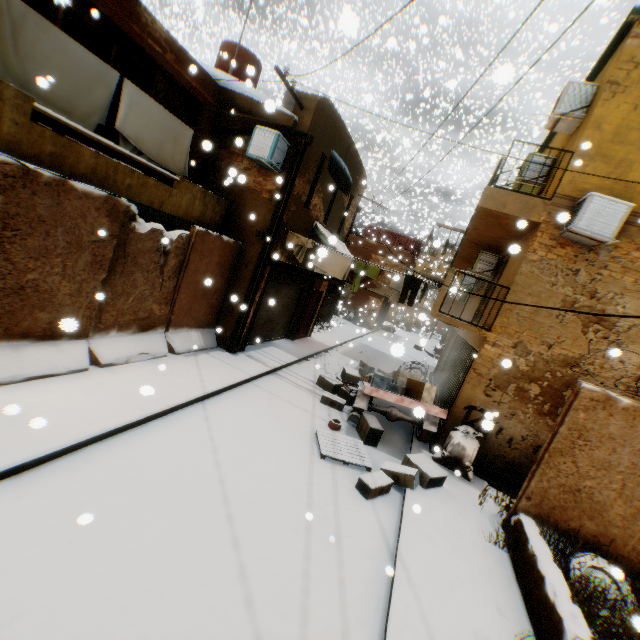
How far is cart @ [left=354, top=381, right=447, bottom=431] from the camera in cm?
776

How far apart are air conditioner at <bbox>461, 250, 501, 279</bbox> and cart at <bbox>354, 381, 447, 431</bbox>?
4.9 meters

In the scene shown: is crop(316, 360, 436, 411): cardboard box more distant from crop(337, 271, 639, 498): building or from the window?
the window

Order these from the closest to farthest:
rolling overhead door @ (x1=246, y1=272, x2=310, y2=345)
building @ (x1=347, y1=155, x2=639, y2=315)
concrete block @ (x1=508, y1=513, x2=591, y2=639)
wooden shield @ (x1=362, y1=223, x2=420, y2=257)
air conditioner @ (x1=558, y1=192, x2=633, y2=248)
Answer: concrete block @ (x1=508, y1=513, x2=591, y2=639), air conditioner @ (x1=558, y1=192, x2=633, y2=248), building @ (x1=347, y1=155, x2=639, y2=315), rolling overhead door @ (x1=246, y1=272, x2=310, y2=345), wooden shield @ (x1=362, y1=223, x2=420, y2=257)

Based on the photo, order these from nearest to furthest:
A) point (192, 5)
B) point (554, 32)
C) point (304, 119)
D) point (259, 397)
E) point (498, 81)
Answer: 1. point (498, 81)
2. point (554, 32)
3. point (259, 397)
4. point (304, 119)
5. point (192, 5)

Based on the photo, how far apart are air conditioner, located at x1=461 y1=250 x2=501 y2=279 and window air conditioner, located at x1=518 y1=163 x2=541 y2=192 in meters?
2.1 m

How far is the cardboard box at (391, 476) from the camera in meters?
6.1 m

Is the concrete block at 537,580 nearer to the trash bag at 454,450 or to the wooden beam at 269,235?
the trash bag at 454,450
